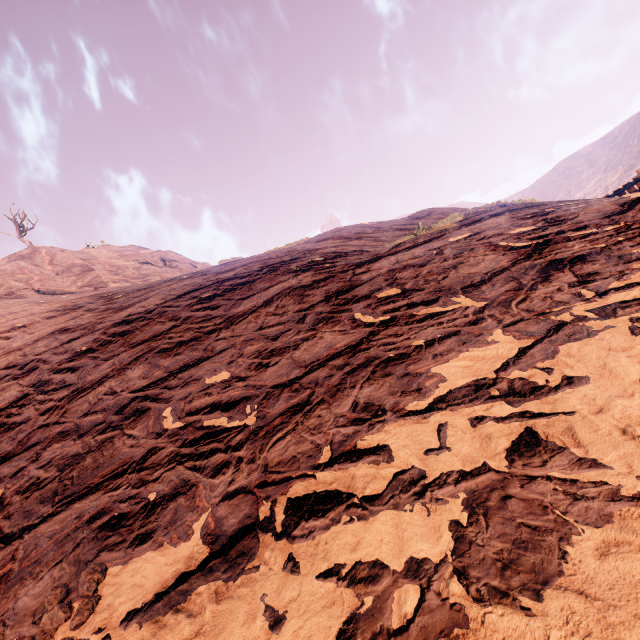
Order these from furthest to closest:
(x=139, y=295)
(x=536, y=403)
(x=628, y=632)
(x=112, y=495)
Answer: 1. (x=139, y=295)
2. (x=112, y=495)
3. (x=536, y=403)
4. (x=628, y=632)
